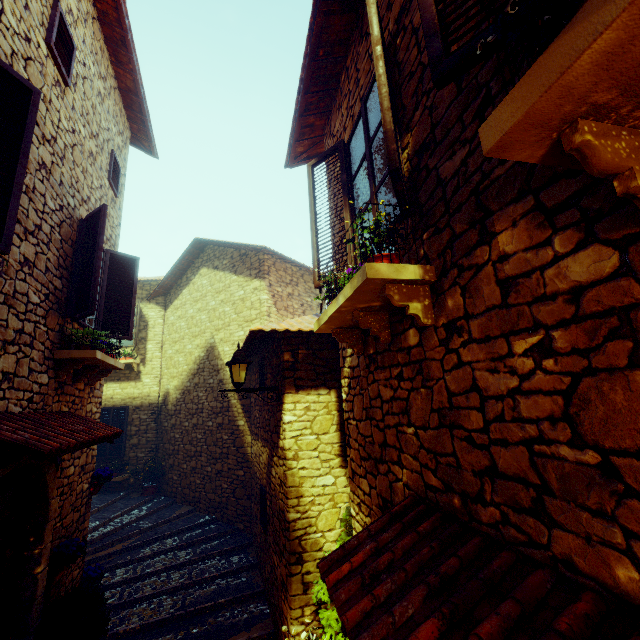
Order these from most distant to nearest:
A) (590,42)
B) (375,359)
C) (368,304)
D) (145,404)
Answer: (145,404)
(375,359)
(368,304)
(590,42)

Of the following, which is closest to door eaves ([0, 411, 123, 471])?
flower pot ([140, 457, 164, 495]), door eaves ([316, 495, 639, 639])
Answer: door eaves ([316, 495, 639, 639])

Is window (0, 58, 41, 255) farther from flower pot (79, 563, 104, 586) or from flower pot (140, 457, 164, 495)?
flower pot (140, 457, 164, 495)

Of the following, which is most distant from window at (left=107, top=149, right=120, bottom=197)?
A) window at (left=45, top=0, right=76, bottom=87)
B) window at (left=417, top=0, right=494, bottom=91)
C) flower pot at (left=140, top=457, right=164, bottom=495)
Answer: flower pot at (left=140, top=457, right=164, bottom=495)

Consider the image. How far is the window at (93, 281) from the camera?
4.5 meters

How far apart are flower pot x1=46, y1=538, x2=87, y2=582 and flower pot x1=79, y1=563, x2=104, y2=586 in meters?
1.2

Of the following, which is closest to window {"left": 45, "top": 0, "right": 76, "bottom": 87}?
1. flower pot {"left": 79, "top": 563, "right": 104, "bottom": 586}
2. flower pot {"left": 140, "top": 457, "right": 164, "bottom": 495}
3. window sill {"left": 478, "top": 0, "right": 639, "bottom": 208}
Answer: window sill {"left": 478, "top": 0, "right": 639, "bottom": 208}

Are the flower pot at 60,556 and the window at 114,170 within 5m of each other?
no
